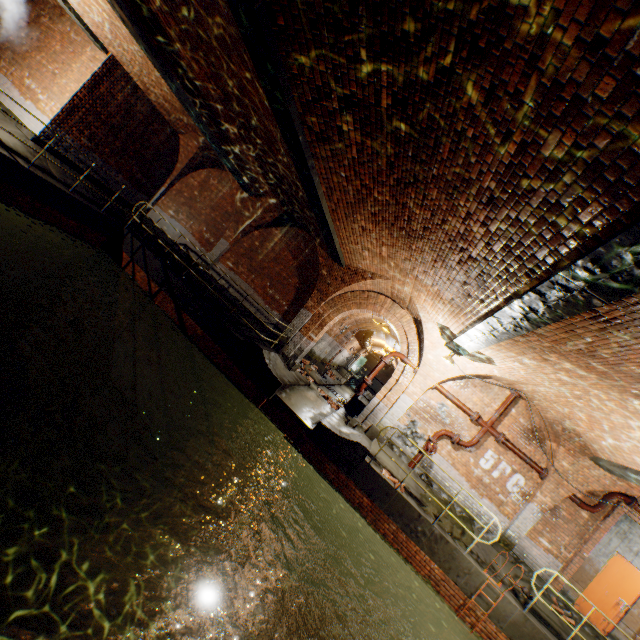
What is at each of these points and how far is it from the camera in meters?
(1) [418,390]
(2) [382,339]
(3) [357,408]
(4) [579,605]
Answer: (1) support arch, 11.4 m
(2) building tunnel, 24.5 m
(3) walkway, 14.6 m
(4) door, 9.5 m

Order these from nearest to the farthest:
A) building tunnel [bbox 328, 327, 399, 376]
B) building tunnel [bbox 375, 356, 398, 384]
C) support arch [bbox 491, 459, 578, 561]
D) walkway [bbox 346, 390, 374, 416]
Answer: support arch [bbox 491, 459, 578, 561] < walkway [bbox 346, 390, 374, 416] < building tunnel [bbox 328, 327, 399, 376] < building tunnel [bbox 375, 356, 398, 384]

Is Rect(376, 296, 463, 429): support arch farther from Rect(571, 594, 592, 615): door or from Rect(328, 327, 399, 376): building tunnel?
Rect(571, 594, 592, 615): door

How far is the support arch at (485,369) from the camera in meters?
9.6 m

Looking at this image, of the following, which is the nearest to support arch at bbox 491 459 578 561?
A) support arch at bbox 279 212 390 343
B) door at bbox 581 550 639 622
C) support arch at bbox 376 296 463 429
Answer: support arch at bbox 376 296 463 429

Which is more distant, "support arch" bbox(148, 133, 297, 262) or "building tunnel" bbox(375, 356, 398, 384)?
"building tunnel" bbox(375, 356, 398, 384)

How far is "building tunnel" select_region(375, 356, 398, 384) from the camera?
29.9 meters

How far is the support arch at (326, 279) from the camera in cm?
1146
